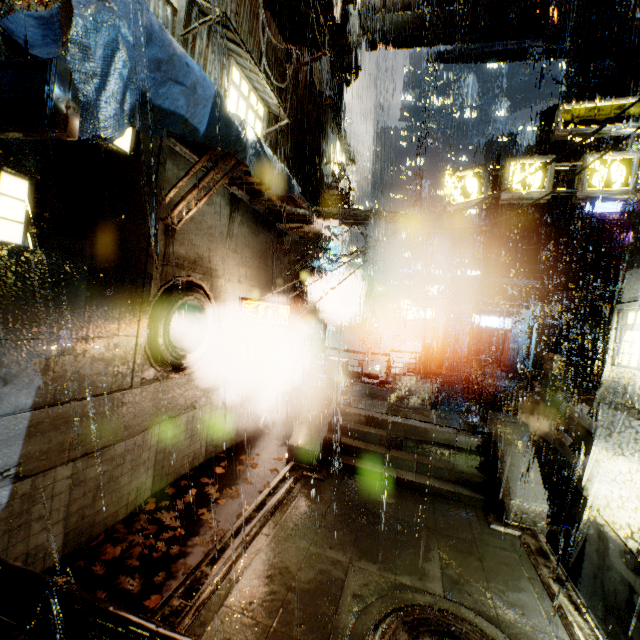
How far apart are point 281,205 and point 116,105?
7.5 meters

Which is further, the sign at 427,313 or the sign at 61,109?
the sign at 427,313

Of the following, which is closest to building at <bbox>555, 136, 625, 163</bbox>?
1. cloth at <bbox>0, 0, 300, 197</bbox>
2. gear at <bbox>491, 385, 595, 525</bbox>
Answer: cloth at <bbox>0, 0, 300, 197</bbox>

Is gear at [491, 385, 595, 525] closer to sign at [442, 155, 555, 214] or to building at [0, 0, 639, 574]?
building at [0, 0, 639, 574]

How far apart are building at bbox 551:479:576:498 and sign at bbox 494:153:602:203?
12.2 meters

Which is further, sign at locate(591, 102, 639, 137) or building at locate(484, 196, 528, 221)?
building at locate(484, 196, 528, 221)

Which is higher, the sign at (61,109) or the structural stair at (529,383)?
the sign at (61,109)

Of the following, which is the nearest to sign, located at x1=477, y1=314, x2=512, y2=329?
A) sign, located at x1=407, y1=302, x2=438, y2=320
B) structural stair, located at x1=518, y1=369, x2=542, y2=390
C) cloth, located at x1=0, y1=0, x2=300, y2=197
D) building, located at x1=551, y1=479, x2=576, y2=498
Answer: sign, located at x1=407, y1=302, x2=438, y2=320
